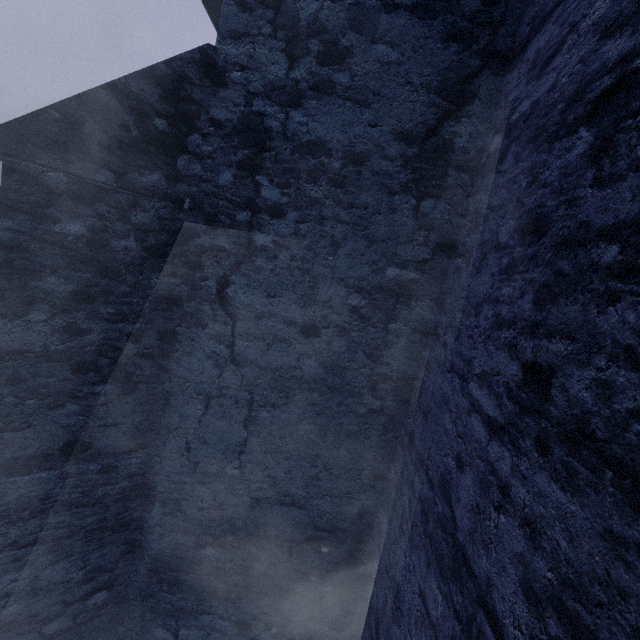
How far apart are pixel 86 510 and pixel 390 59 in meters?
4.9
